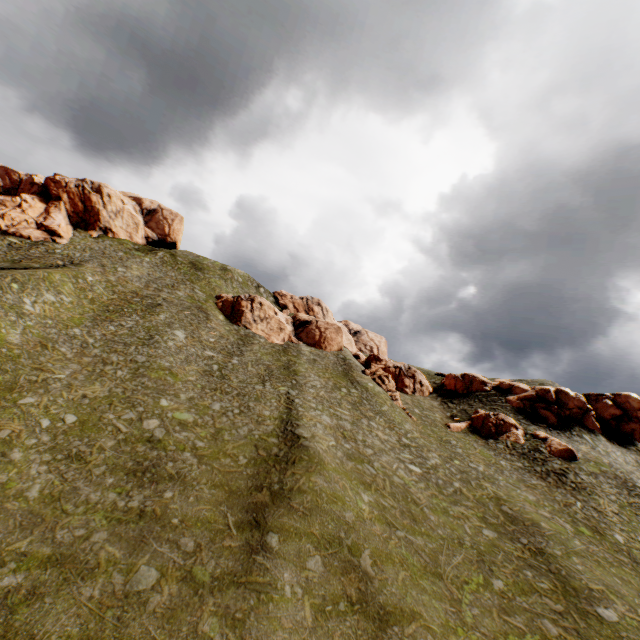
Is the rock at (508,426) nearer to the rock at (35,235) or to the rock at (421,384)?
the rock at (421,384)

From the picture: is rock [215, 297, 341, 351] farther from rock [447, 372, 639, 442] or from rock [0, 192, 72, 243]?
rock [0, 192, 72, 243]

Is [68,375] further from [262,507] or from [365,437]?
[365,437]

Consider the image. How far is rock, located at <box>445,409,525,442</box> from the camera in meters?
42.5 m

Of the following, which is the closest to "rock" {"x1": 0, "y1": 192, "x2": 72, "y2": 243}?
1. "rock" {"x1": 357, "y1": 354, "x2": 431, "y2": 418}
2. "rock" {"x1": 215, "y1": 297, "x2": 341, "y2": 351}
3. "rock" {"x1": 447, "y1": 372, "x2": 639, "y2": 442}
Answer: "rock" {"x1": 447, "y1": 372, "x2": 639, "y2": 442}

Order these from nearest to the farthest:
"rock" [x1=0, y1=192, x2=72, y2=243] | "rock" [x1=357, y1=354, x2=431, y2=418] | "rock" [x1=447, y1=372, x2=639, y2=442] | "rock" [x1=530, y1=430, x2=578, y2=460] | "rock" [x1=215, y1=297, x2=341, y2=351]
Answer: "rock" [x1=530, y1=430, x2=578, y2=460]
"rock" [x1=447, y1=372, x2=639, y2=442]
"rock" [x1=357, y1=354, x2=431, y2=418]
"rock" [x1=0, y1=192, x2=72, y2=243]
"rock" [x1=215, y1=297, x2=341, y2=351]

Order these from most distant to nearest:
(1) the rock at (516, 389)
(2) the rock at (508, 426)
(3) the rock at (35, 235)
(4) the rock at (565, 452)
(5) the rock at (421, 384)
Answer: (3) the rock at (35, 235) → (5) the rock at (421, 384) → (1) the rock at (516, 389) → (2) the rock at (508, 426) → (4) the rock at (565, 452)
